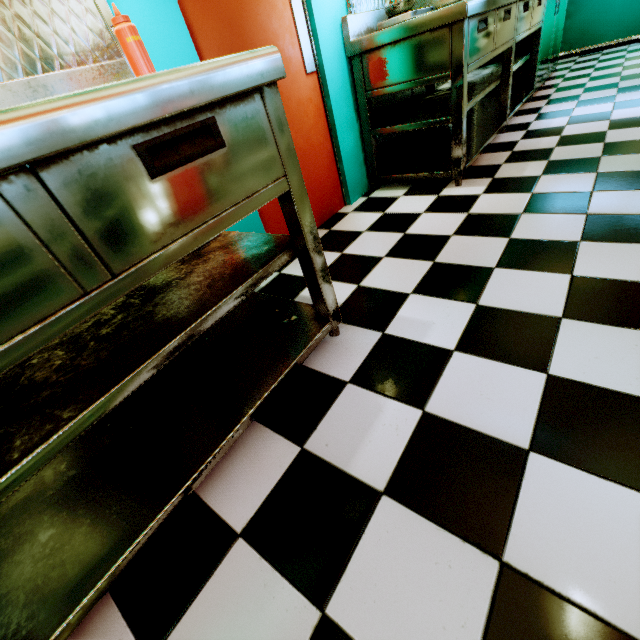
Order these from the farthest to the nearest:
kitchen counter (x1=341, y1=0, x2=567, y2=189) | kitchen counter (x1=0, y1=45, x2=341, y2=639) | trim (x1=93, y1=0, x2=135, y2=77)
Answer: kitchen counter (x1=341, y1=0, x2=567, y2=189) → trim (x1=93, y1=0, x2=135, y2=77) → kitchen counter (x1=0, y1=45, x2=341, y2=639)

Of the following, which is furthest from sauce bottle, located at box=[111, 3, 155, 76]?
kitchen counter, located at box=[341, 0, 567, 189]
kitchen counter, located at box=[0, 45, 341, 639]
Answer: kitchen counter, located at box=[341, 0, 567, 189]

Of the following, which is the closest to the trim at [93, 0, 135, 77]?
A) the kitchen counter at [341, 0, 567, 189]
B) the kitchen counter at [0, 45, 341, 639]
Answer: the kitchen counter at [0, 45, 341, 639]

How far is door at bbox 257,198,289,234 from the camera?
2.3 meters

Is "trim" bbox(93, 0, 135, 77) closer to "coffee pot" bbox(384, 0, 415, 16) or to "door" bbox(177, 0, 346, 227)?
"door" bbox(177, 0, 346, 227)

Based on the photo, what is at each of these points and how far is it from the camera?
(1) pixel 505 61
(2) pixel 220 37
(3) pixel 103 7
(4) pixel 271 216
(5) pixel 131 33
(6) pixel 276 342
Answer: (1) kitchen counter, 3.12m
(2) door, 1.79m
(3) trim, 1.29m
(4) door, 2.34m
(5) sauce bottle, 1.08m
(6) kitchen counter, 1.50m

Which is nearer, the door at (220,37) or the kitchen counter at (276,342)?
the kitchen counter at (276,342)

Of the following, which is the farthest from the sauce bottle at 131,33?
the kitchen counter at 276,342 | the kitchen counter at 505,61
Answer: the kitchen counter at 505,61
